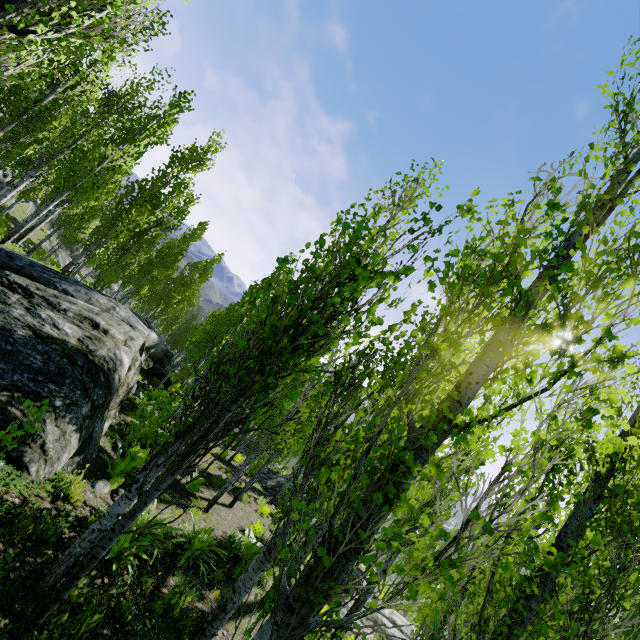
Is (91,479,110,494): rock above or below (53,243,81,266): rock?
above

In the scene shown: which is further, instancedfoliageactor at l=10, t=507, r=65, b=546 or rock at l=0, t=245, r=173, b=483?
rock at l=0, t=245, r=173, b=483

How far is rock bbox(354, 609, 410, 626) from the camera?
13.5 meters

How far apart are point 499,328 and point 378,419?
0.9 meters

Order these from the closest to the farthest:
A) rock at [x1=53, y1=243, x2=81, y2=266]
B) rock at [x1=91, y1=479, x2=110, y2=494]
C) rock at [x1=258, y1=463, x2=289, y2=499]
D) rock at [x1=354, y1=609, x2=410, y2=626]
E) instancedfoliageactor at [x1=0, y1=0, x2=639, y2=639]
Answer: instancedfoliageactor at [x1=0, y1=0, x2=639, y2=639], rock at [x1=91, y1=479, x2=110, y2=494], rock at [x1=354, y1=609, x2=410, y2=626], rock at [x1=258, y1=463, x2=289, y2=499], rock at [x1=53, y1=243, x2=81, y2=266]

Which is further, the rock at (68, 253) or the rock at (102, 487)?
the rock at (68, 253)

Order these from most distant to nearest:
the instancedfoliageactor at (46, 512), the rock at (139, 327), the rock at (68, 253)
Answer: the rock at (68, 253), the rock at (139, 327), the instancedfoliageactor at (46, 512)

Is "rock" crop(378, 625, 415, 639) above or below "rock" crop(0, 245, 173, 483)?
below
